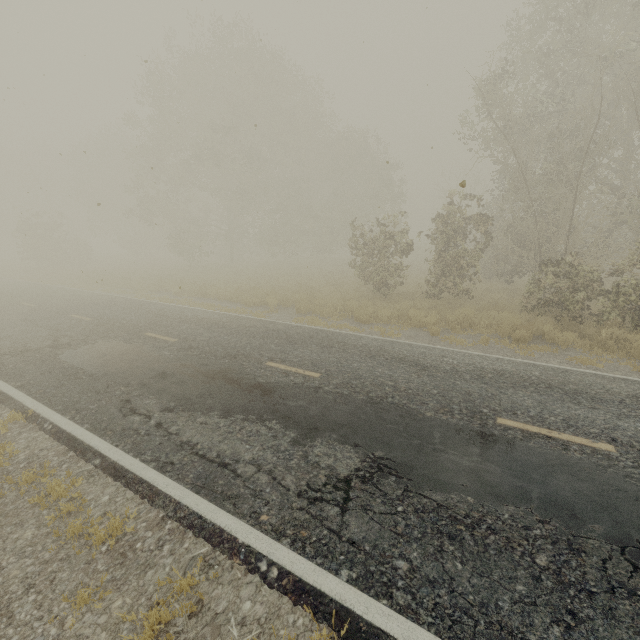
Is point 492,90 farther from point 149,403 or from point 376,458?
point 149,403
